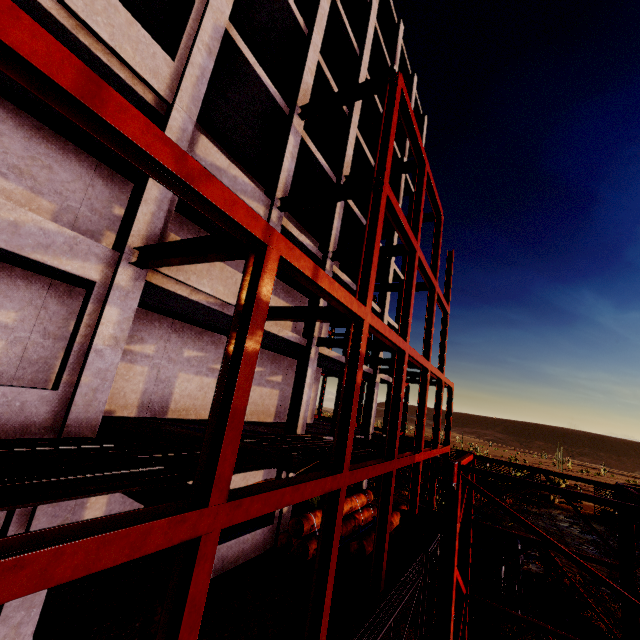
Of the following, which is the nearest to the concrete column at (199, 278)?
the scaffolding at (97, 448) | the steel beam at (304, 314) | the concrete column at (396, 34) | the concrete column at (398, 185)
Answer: the steel beam at (304, 314)

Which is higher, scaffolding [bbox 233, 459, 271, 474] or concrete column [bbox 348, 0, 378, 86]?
concrete column [bbox 348, 0, 378, 86]

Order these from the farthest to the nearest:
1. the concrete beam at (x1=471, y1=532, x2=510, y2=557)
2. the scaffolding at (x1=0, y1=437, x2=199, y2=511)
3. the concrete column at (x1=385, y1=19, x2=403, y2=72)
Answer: the concrete column at (x1=385, y1=19, x2=403, y2=72) → the concrete beam at (x1=471, y1=532, x2=510, y2=557) → the scaffolding at (x1=0, y1=437, x2=199, y2=511)

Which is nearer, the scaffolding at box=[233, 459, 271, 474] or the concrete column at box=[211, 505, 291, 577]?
the scaffolding at box=[233, 459, 271, 474]

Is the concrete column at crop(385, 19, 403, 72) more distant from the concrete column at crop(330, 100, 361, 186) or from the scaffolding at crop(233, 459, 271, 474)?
the scaffolding at crop(233, 459, 271, 474)

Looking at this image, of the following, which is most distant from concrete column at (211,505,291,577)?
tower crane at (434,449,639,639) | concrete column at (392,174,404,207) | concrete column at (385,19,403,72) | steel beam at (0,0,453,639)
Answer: concrete column at (392,174,404,207)

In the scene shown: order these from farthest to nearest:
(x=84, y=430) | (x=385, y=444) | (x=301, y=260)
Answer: (x=385, y=444)
(x=84, y=430)
(x=301, y=260)

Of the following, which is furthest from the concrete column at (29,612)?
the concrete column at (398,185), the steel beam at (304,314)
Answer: the concrete column at (398,185)
